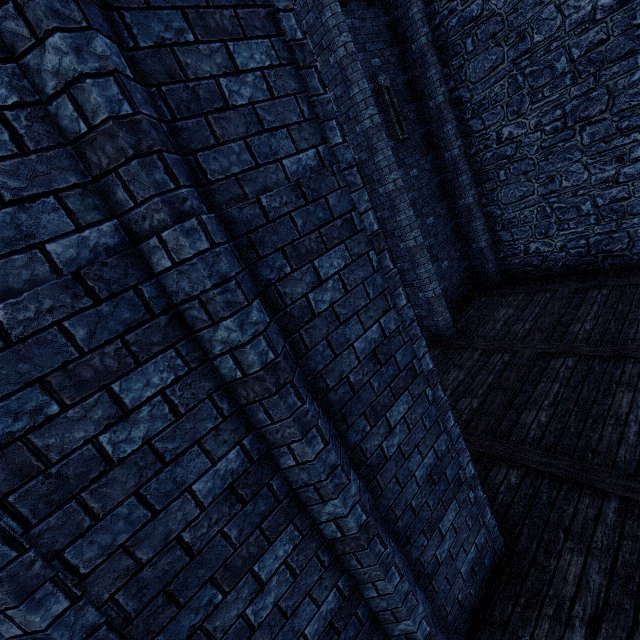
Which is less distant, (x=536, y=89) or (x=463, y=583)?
(x=463, y=583)

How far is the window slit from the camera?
8.6 meters

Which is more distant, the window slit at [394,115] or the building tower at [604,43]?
the window slit at [394,115]

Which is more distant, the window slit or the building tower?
the window slit

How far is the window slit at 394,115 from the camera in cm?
862
